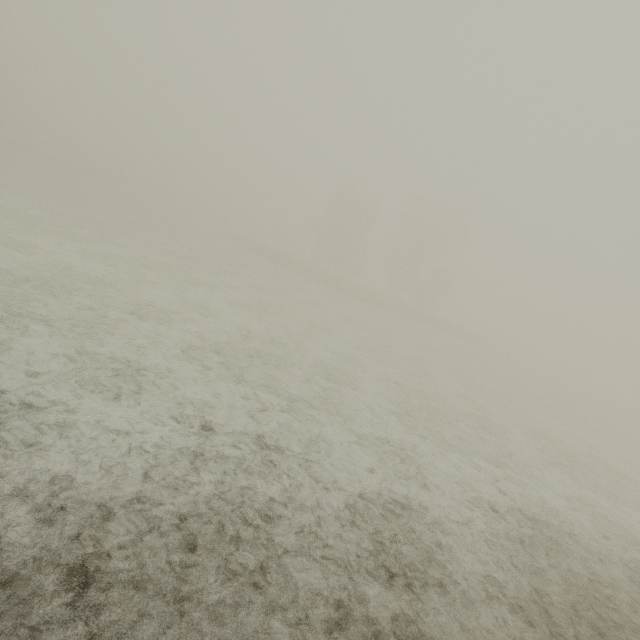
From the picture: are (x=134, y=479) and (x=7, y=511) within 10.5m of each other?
yes
